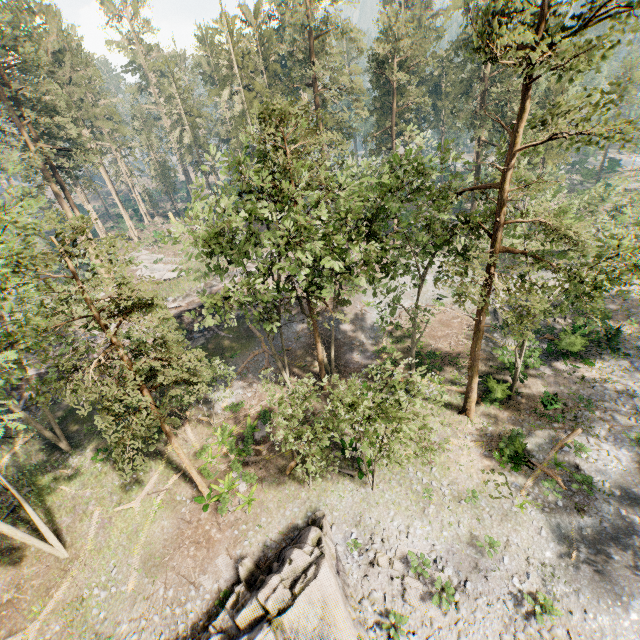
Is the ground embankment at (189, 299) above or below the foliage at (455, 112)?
below

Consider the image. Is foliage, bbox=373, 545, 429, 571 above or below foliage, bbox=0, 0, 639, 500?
below

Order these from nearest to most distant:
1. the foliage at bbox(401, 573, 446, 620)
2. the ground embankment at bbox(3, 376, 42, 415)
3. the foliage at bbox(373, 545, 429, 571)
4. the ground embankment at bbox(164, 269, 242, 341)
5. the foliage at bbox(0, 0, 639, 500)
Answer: the foliage at bbox(0, 0, 639, 500), the foliage at bbox(401, 573, 446, 620), the foliage at bbox(373, 545, 429, 571), the ground embankment at bbox(3, 376, 42, 415), the ground embankment at bbox(164, 269, 242, 341)

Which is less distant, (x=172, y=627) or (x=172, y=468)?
(x=172, y=627)

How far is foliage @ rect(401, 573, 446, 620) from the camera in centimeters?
1479cm

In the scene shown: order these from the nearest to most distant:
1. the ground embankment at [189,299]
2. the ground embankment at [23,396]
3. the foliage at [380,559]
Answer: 1. the foliage at [380,559]
2. the ground embankment at [23,396]
3. the ground embankment at [189,299]

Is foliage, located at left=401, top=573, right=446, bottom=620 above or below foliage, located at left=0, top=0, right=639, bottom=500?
below

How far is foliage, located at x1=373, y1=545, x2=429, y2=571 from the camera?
16.47m
